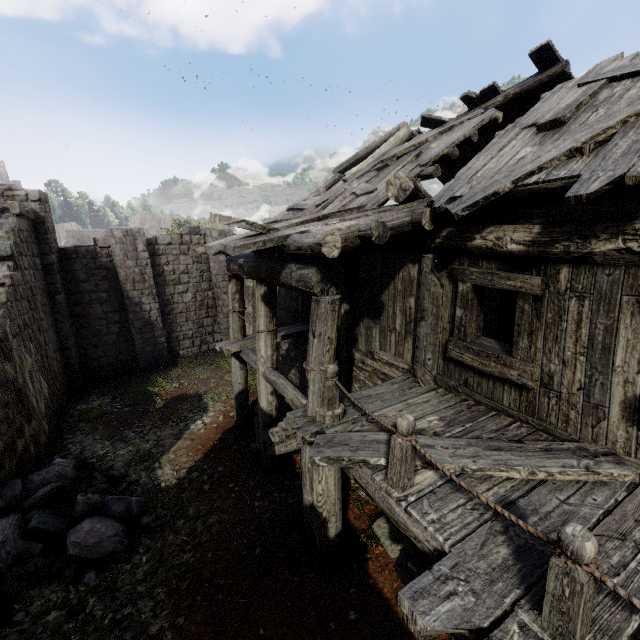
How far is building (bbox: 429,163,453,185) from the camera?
11.6 meters

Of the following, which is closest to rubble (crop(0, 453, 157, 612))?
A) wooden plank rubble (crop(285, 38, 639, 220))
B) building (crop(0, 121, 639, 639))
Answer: building (crop(0, 121, 639, 639))

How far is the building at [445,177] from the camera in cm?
1164

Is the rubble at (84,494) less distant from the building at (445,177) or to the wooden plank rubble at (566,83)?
the building at (445,177)

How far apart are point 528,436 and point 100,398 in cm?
1363

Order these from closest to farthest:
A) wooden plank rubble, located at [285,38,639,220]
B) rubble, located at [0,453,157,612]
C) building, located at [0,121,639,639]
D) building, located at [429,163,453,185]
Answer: building, located at [0,121,639,639], wooden plank rubble, located at [285,38,639,220], rubble, located at [0,453,157,612], building, located at [429,163,453,185]

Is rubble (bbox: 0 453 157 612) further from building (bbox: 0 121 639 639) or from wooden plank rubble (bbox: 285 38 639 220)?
wooden plank rubble (bbox: 285 38 639 220)
